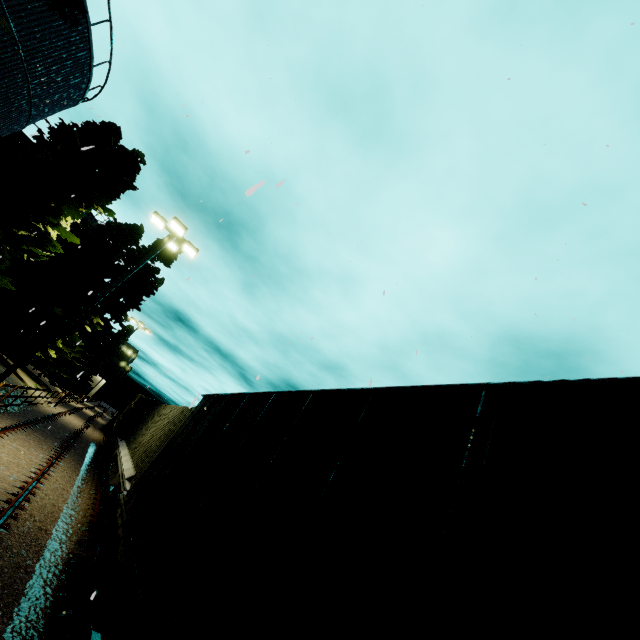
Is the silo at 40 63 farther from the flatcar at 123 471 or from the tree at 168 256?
the flatcar at 123 471

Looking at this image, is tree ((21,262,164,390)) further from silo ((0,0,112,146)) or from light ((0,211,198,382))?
light ((0,211,198,382))

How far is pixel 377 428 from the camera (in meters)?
2.86

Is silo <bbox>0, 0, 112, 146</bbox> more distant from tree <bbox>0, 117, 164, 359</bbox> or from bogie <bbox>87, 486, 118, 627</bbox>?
bogie <bbox>87, 486, 118, 627</bbox>

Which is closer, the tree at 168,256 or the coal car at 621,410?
the coal car at 621,410

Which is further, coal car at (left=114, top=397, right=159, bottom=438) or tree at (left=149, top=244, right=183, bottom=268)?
tree at (left=149, top=244, right=183, bottom=268)

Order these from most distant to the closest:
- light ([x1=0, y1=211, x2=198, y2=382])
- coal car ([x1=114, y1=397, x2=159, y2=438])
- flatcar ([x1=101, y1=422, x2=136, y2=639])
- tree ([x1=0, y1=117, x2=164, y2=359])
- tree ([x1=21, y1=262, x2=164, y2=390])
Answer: tree ([x1=21, y1=262, x2=164, y2=390]) → coal car ([x1=114, y1=397, x2=159, y2=438]) → light ([x1=0, y1=211, x2=198, y2=382]) → tree ([x1=0, y1=117, x2=164, y2=359]) → flatcar ([x1=101, y1=422, x2=136, y2=639])

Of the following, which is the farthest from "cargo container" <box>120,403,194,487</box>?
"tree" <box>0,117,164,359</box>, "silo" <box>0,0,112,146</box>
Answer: "tree" <box>0,117,164,359</box>
